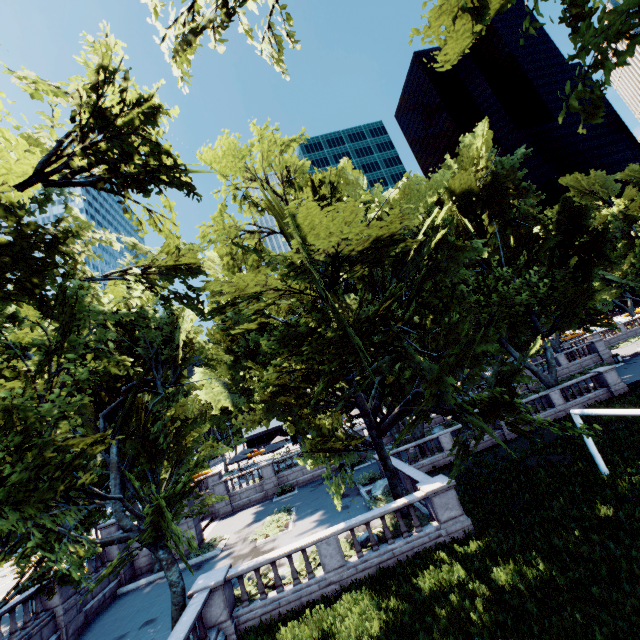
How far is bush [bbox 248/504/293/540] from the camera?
20.72m

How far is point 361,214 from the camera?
7.9m

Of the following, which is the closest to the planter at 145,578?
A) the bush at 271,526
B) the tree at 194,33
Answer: the tree at 194,33

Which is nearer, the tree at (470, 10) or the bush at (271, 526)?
the tree at (470, 10)

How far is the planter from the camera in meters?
20.3

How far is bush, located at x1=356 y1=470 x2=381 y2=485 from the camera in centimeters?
2423cm

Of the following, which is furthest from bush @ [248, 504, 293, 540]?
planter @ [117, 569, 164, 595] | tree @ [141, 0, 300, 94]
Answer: tree @ [141, 0, 300, 94]

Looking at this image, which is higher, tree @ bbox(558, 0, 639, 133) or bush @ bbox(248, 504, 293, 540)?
tree @ bbox(558, 0, 639, 133)
